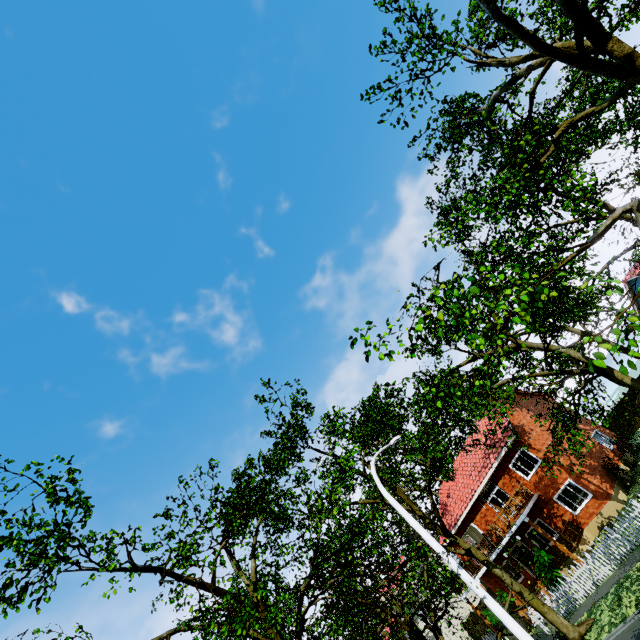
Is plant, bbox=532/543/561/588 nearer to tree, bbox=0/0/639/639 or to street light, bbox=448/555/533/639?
tree, bbox=0/0/639/639

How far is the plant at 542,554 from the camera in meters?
19.1

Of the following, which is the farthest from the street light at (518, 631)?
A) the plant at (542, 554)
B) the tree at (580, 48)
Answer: the plant at (542, 554)

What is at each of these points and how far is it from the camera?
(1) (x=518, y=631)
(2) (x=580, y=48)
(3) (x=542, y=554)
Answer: (1) street light, 7.3m
(2) tree, 7.0m
(3) plant, 19.7m

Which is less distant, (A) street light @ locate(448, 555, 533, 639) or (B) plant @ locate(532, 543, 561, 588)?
(A) street light @ locate(448, 555, 533, 639)

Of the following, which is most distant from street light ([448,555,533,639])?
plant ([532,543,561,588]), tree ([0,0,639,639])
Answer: plant ([532,543,561,588])

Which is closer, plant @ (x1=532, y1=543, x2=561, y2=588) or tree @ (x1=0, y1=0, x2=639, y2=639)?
tree @ (x1=0, y1=0, x2=639, y2=639)
